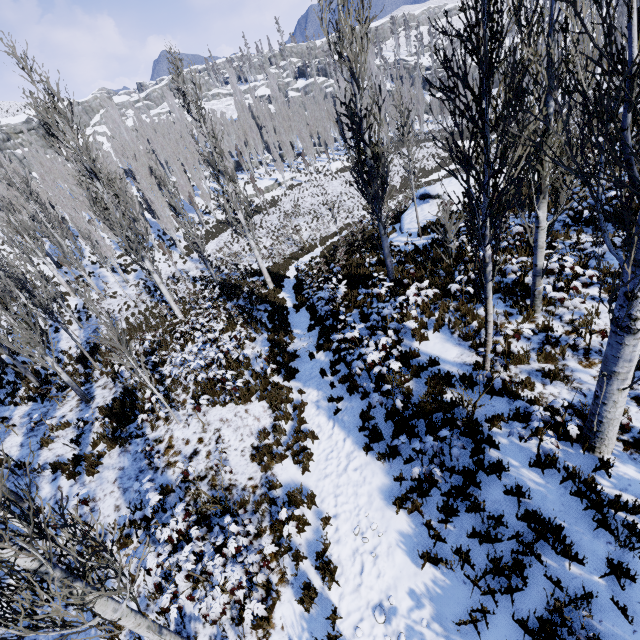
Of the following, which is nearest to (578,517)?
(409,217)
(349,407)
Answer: (349,407)

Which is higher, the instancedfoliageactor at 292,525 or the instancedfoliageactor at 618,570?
the instancedfoliageactor at 618,570

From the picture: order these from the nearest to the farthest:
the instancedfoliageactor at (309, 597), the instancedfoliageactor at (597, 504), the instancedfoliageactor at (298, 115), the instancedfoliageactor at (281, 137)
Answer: the instancedfoliageactor at (597, 504), the instancedfoliageactor at (309, 597), the instancedfoliageactor at (298, 115), the instancedfoliageactor at (281, 137)

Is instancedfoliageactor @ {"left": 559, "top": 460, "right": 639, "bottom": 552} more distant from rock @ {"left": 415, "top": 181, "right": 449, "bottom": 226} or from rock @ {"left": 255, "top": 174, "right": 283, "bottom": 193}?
rock @ {"left": 415, "top": 181, "right": 449, "bottom": 226}

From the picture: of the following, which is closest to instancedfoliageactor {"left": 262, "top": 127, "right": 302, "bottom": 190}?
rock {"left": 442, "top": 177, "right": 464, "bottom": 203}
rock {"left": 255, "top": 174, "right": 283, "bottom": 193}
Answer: rock {"left": 255, "top": 174, "right": 283, "bottom": 193}

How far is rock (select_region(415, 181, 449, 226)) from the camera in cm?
1784

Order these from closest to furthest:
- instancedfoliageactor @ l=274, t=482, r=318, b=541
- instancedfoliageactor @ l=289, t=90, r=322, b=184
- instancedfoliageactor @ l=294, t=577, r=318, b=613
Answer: instancedfoliageactor @ l=294, t=577, r=318, b=613
instancedfoliageactor @ l=274, t=482, r=318, b=541
instancedfoliageactor @ l=289, t=90, r=322, b=184
